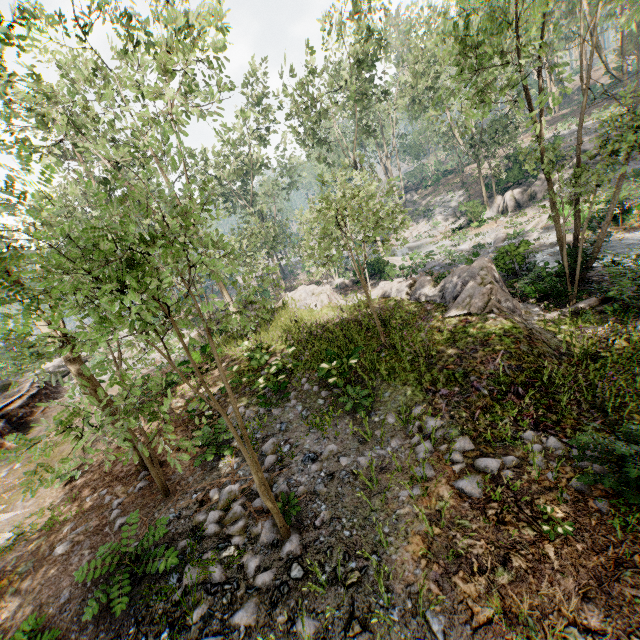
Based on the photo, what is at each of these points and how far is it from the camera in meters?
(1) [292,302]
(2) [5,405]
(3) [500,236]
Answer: →
(1) rock, 21.1 m
(2) ground embankment, 17.0 m
(3) foliage, 27.1 m

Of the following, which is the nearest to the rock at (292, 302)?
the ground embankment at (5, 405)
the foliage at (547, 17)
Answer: the foliage at (547, 17)

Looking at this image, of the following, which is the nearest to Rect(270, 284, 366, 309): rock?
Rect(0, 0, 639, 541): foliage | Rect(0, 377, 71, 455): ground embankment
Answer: Rect(0, 0, 639, 541): foliage

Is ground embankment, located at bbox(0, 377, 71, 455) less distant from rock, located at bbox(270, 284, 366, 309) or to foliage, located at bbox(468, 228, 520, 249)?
foliage, located at bbox(468, 228, 520, 249)

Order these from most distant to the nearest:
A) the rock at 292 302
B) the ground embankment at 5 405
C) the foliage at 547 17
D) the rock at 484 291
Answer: the rock at 292 302
the ground embankment at 5 405
the rock at 484 291
the foliage at 547 17

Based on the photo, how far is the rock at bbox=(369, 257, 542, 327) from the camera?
10.7 meters

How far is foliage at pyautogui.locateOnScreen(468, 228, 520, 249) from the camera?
26.3m

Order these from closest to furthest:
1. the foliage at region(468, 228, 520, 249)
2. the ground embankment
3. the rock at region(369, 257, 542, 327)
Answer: the rock at region(369, 257, 542, 327) < the ground embankment < the foliage at region(468, 228, 520, 249)
